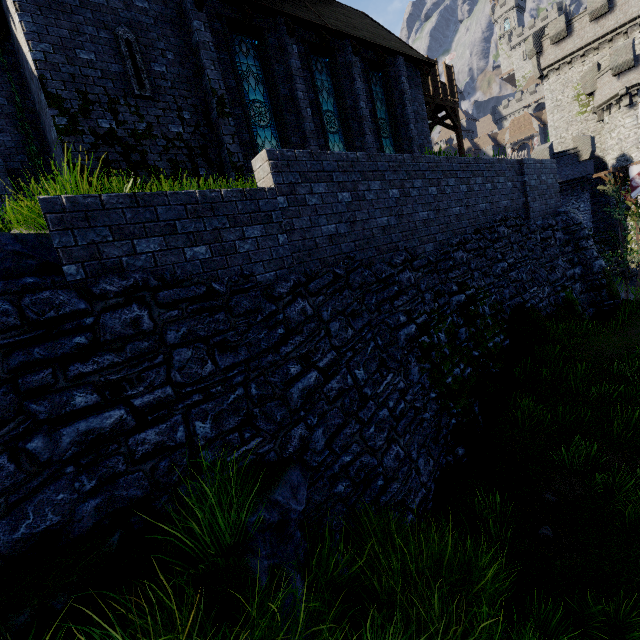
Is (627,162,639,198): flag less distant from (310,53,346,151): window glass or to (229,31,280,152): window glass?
(310,53,346,151): window glass

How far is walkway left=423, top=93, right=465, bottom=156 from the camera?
19.02m

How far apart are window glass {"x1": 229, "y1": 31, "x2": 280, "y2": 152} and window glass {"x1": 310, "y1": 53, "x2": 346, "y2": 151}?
1.9m

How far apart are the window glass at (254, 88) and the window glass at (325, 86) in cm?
188

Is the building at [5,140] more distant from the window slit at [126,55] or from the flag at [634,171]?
the flag at [634,171]

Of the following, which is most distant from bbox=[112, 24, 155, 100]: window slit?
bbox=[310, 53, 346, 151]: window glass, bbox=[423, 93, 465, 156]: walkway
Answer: bbox=[423, 93, 465, 156]: walkway

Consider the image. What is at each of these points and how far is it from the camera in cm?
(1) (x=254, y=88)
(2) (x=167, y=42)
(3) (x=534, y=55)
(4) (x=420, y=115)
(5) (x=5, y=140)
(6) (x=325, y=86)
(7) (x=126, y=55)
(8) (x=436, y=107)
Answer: (1) window glass, 1006
(2) building, 852
(3) building tower, 3294
(4) building, 1526
(5) building, 877
(6) window glass, 1180
(7) window slit, 786
(8) walkway, 2083

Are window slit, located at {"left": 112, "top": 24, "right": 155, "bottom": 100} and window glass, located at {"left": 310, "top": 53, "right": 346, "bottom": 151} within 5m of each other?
no
